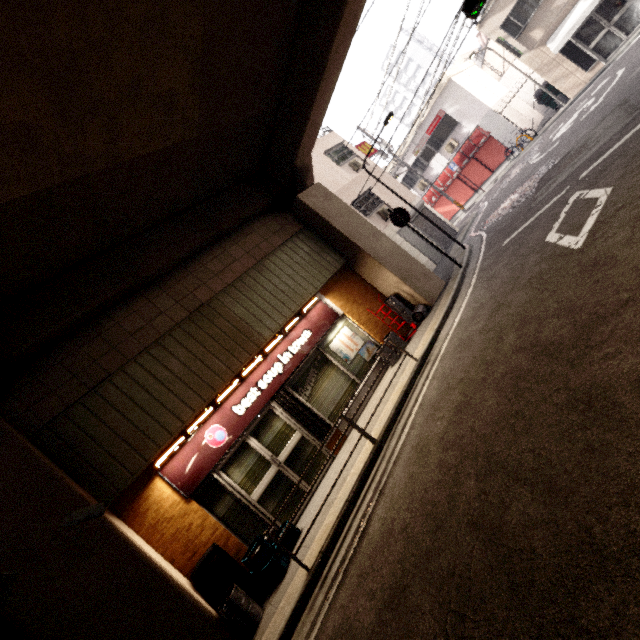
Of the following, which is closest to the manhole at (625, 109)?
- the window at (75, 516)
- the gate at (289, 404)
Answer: the gate at (289, 404)

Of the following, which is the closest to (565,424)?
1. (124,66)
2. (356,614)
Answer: (356,614)

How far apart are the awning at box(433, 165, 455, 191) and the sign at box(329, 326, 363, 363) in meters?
17.1

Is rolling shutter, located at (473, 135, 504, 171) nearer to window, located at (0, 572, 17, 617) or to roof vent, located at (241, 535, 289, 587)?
roof vent, located at (241, 535, 289, 587)

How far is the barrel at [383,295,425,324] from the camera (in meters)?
9.67

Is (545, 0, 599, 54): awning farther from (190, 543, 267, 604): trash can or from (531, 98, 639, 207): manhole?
(190, 543, 267, 604): trash can

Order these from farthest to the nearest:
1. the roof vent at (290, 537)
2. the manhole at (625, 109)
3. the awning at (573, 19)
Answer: the awning at (573, 19) < the manhole at (625, 109) < the roof vent at (290, 537)

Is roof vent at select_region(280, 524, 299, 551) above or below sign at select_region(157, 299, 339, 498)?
below
